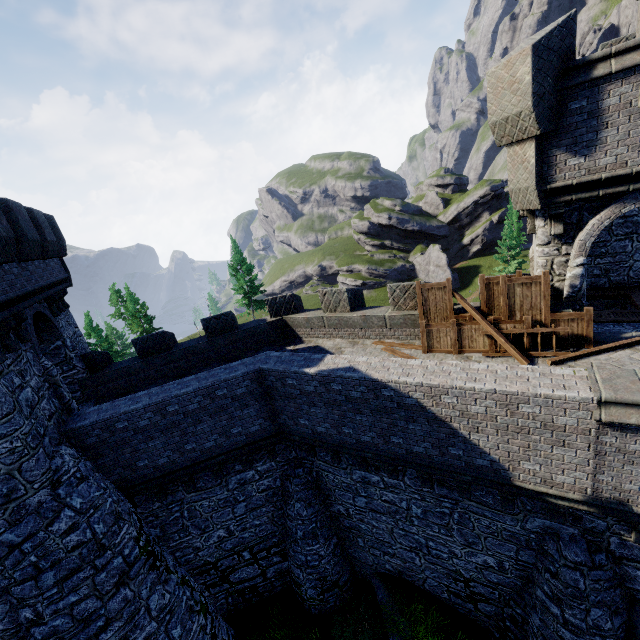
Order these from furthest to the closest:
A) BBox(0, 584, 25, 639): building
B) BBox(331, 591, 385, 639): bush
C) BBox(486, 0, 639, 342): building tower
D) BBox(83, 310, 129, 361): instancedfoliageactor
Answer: BBox(83, 310, 129, 361): instancedfoliageactor < BBox(331, 591, 385, 639): bush < BBox(0, 584, 25, 639): building < BBox(486, 0, 639, 342): building tower

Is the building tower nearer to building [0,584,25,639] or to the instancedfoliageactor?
building [0,584,25,639]

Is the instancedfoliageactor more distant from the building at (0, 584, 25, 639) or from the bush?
the bush

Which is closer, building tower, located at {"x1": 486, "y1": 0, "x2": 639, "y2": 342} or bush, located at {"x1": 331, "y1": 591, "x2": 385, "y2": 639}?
building tower, located at {"x1": 486, "y1": 0, "x2": 639, "y2": 342}

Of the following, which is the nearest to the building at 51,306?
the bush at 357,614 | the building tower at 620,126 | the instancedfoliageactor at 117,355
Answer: the bush at 357,614

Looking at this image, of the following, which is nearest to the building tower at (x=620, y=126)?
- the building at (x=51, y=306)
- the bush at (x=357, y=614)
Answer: the bush at (x=357, y=614)

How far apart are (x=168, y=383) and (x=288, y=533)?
7.54m
